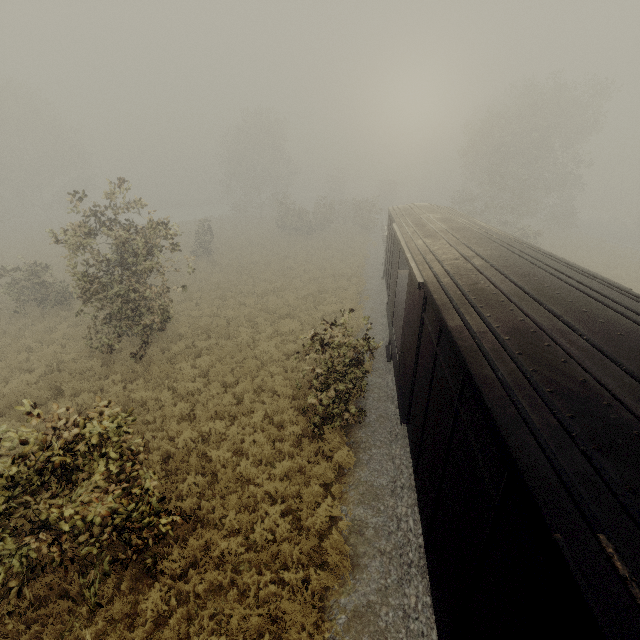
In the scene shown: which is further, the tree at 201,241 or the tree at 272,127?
the tree at 272,127

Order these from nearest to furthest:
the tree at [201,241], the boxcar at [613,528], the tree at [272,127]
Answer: the boxcar at [613,528], the tree at [201,241], the tree at [272,127]

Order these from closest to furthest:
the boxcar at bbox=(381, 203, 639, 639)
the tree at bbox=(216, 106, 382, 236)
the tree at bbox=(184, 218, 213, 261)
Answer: the boxcar at bbox=(381, 203, 639, 639)
the tree at bbox=(184, 218, 213, 261)
the tree at bbox=(216, 106, 382, 236)

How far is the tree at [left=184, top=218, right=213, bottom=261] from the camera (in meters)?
27.09

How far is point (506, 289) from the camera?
5.1 meters

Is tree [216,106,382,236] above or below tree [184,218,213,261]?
above

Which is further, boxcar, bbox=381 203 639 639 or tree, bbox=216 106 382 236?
tree, bbox=216 106 382 236
